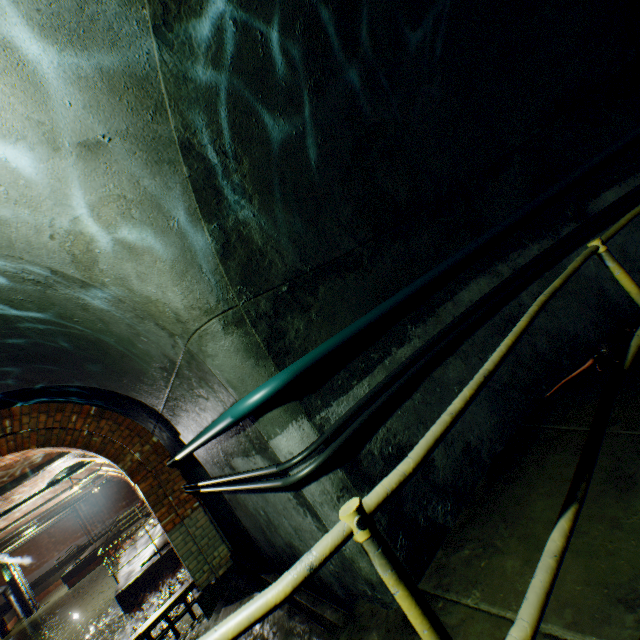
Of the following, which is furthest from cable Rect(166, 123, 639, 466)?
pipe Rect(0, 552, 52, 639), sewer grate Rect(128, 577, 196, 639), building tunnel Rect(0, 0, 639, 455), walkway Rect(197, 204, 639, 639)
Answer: pipe Rect(0, 552, 52, 639)

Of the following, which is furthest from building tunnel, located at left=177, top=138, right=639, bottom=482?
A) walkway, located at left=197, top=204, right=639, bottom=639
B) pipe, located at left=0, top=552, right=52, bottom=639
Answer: pipe, located at left=0, top=552, right=52, bottom=639

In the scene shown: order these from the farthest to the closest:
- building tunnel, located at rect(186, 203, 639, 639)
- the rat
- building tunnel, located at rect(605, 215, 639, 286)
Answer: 1. building tunnel, located at rect(605, 215, 639, 286)
2. the rat
3. building tunnel, located at rect(186, 203, 639, 639)

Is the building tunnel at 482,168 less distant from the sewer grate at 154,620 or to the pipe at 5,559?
the sewer grate at 154,620

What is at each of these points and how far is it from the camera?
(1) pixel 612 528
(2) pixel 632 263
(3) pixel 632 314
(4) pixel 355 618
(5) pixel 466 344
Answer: (1) walkway, 1.7 meters
(2) building tunnel, 3.5 meters
(3) building tunnel, 3.4 meters
(4) stairs, 2.2 meters
(5) building tunnel, 3.1 meters

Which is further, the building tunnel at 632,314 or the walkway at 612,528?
the building tunnel at 632,314

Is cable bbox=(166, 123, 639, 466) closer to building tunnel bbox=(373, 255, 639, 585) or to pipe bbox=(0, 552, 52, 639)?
building tunnel bbox=(373, 255, 639, 585)
